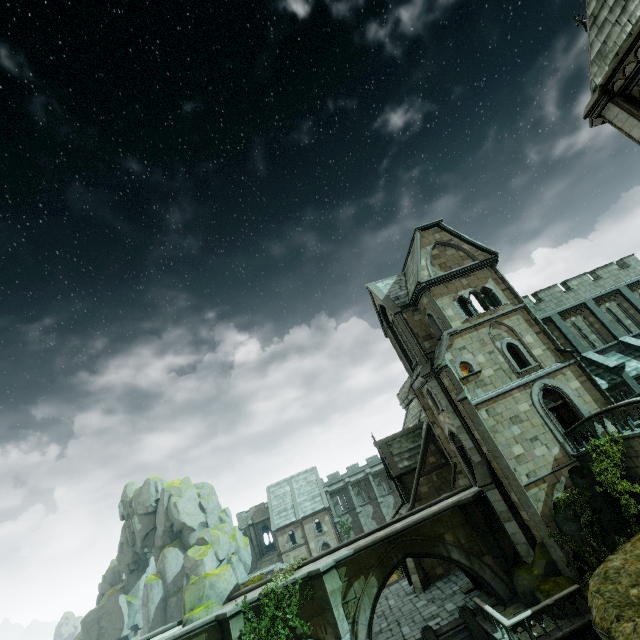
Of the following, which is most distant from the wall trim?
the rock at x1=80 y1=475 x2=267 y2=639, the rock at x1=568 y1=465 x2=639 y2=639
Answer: the rock at x1=80 y1=475 x2=267 y2=639

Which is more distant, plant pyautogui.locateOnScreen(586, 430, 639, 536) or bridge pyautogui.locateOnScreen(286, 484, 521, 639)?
bridge pyautogui.locateOnScreen(286, 484, 521, 639)

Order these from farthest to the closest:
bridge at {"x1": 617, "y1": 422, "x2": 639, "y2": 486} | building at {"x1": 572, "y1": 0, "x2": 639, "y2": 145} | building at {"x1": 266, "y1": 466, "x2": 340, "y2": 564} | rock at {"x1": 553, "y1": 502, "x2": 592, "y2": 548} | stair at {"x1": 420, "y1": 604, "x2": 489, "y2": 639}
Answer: building at {"x1": 266, "y1": 466, "x2": 340, "y2": 564}, stair at {"x1": 420, "y1": 604, "x2": 489, "y2": 639}, rock at {"x1": 553, "y1": 502, "x2": 592, "y2": 548}, bridge at {"x1": 617, "y1": 422, "x2": 639, "y2": 486}, building at {"x1": 572, "y1": 0, "x2": 639, "y2": 145}

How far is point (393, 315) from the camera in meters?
25.1

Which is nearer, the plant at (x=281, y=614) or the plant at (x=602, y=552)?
the plant at (x=602, y=552)

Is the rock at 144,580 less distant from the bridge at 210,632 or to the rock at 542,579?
the bridge at 210,632

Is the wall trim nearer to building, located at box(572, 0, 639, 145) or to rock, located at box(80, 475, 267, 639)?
building, located at box(572, 0, 639, 145)

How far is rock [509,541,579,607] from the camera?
14.6 meters
